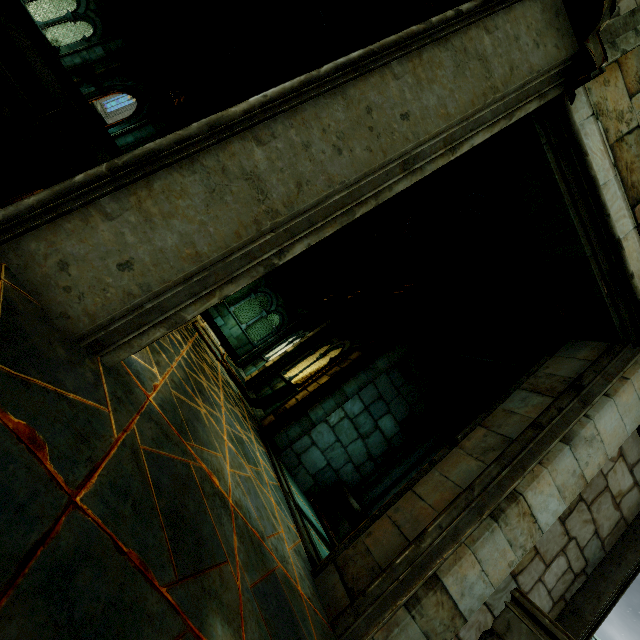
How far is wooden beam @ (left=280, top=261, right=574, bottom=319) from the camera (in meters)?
3.53

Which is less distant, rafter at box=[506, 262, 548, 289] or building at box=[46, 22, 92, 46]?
rafter at box=[506, 262, 548, 289]

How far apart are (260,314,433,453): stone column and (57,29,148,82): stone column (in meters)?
14.81

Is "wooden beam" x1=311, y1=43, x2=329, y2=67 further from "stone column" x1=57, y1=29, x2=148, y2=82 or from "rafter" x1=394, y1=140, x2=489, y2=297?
"stone column" x1=57, y1=29, x2=148, y2=82

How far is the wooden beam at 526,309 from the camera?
3.5m

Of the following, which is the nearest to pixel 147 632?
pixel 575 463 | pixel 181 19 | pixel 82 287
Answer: pixel 82 287

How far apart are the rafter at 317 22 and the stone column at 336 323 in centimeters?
849cm

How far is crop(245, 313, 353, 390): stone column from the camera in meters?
10.4 m
